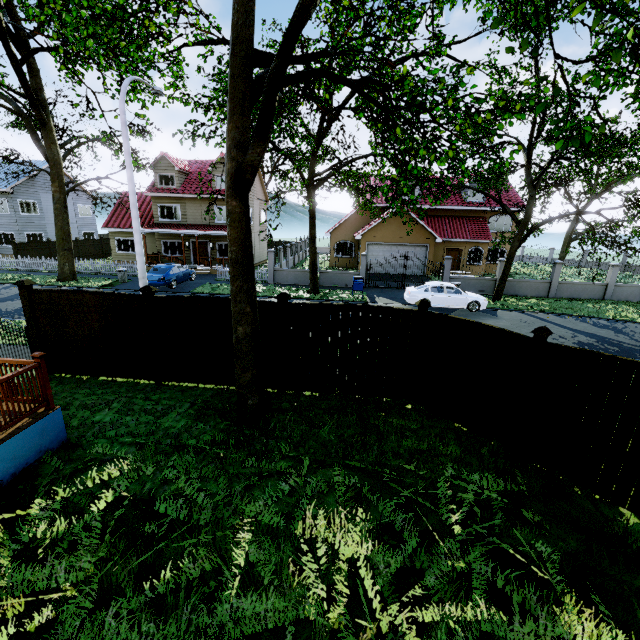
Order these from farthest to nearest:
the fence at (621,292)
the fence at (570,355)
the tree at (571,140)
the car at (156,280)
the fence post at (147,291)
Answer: the fence at (621,292) < the car at (156,280) < the fence post at (147,291) < the tree at (571,140) < the fence at (570,355)

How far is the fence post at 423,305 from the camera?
7.4 meters

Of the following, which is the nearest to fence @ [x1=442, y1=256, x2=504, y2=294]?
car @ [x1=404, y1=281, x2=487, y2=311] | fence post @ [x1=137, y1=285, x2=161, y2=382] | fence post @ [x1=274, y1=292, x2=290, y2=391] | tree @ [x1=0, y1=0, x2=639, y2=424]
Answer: tree @ [x1=0, y1=0, x2=639, y2=424]

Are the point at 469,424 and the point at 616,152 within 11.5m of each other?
no

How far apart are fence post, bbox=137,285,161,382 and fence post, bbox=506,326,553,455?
8.19m

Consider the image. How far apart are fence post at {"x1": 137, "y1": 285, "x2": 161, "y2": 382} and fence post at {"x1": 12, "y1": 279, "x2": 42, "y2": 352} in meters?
2.9 m

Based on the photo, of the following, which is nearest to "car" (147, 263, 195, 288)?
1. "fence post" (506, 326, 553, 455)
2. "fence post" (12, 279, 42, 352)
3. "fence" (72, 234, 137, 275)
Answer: "fence" (72, 234, 137, 275)

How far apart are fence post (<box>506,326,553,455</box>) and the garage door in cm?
2169
